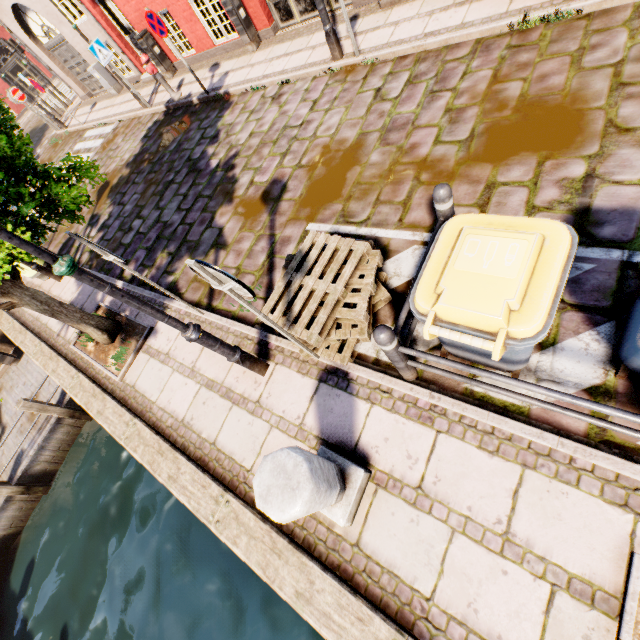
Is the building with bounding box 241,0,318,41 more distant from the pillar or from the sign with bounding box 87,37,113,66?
the pillar

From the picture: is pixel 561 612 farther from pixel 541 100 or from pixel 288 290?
pixel 541 100

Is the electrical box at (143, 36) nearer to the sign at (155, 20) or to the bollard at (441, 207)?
the sign at (155, 20)

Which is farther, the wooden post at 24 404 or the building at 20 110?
the building at 20 110

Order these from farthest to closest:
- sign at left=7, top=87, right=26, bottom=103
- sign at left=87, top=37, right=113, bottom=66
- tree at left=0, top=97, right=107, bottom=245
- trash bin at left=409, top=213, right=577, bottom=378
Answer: sign at left=7, top=87, right=26, bottom=103, sign at left=87, top=37, right=113, bottom=66, tree at left=0, top=97, right=107, bottom=245, trash bin at left=409, top=213, right=577, bottom=378

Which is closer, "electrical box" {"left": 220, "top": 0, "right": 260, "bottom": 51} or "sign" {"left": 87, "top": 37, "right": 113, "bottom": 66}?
"electrical box" {"left": 220, "top": 0, "right": 260, "bottom": 51}

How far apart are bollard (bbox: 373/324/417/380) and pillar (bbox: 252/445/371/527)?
0.9m

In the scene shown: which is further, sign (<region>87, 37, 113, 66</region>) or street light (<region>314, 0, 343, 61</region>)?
sign (<region>87, 37, 113, 66</region>)
